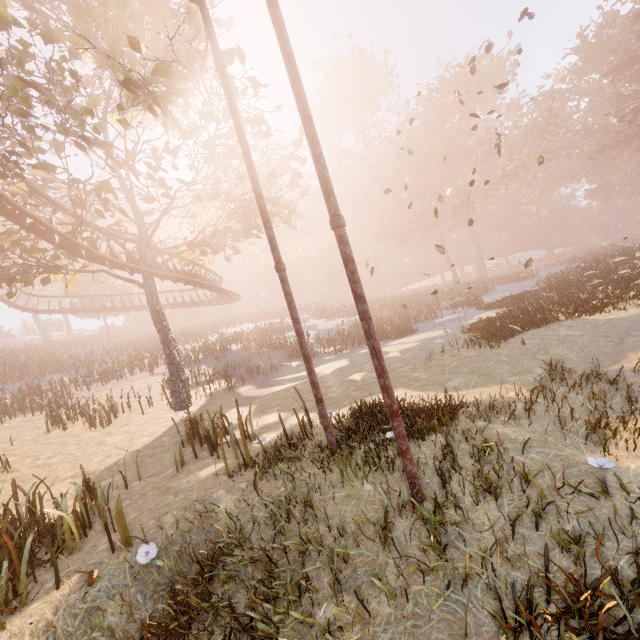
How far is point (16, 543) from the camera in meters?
6.3

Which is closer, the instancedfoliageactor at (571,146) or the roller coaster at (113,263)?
the roller coaster at (113,263)

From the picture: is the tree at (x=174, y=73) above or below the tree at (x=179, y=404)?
above

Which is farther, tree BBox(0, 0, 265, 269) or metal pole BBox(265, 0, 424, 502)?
tree BBox(0, 0, 265, 269)

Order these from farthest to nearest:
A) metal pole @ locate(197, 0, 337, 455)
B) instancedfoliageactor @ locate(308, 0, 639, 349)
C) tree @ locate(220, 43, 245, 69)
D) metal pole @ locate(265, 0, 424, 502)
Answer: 1. instancedfoliageactor @ locate(308, 0, 639, 349)
2. tree @ locate(220, 43, 245, 69)
3. metal pole @ locate(197, 0, 337, 455)
4. metal pole @ locate(265, 0, 424, 502)

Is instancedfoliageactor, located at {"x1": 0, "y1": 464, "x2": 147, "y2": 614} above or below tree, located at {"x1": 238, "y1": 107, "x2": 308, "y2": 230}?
below

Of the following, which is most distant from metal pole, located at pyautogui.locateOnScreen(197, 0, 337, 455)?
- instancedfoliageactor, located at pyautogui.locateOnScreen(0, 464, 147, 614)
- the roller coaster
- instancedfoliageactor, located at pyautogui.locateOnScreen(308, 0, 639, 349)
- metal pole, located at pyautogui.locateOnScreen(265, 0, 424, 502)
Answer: instancedfoliageactor, located at pyautogui.locateOnScreen(308, 0, 639, 349)

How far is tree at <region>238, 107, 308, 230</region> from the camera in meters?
12.9
